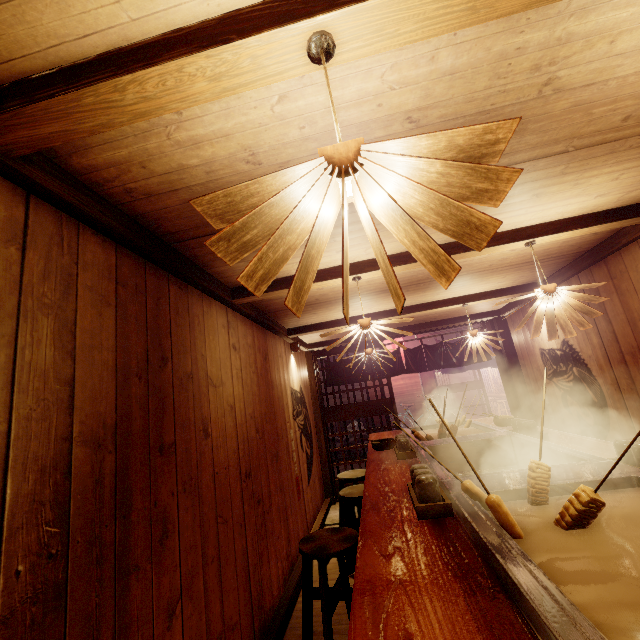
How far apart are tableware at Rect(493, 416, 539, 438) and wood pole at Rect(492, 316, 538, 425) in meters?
4.9

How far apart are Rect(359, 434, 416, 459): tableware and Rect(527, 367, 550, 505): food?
2.74m

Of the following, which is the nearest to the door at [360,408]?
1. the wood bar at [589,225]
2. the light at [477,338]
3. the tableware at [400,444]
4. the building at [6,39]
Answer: the building at [6,39]

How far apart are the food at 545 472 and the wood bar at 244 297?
2.4 meters

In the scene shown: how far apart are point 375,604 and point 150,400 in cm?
257

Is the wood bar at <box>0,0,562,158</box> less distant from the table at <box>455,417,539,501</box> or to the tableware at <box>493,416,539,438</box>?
the table at <box>455,417,539,501</box>

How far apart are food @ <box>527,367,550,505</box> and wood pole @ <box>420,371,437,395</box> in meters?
17.8 m

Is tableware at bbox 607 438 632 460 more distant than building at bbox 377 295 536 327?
No
